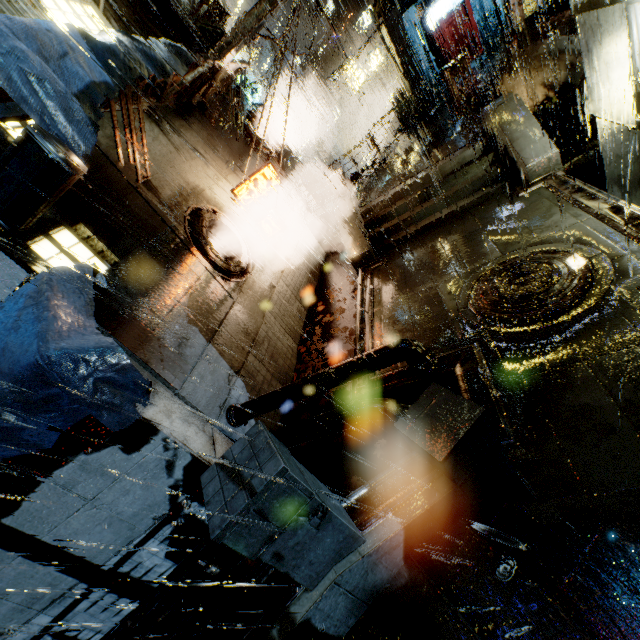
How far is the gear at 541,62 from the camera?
12.7 meters

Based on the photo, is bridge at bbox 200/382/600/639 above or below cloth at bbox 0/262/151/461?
below

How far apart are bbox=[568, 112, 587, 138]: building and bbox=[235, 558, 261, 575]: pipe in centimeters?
2013cm

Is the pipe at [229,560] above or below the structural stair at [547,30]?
below

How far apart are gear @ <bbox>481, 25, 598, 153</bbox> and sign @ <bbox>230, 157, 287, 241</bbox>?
11.7m

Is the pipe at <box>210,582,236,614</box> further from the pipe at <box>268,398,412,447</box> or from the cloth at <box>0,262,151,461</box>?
the cloth at <box>0,262,151,461</box>

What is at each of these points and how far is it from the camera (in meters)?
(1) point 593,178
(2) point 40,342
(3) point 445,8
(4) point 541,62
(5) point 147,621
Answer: (1) gear, 15.26
(2) cloth, 3.51
(3) sign, 23.50
(4) gear, 13.88
(5) building, 6.45

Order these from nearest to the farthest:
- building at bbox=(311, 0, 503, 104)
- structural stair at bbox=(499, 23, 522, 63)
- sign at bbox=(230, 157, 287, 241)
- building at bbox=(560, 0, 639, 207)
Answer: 1. building at bbox=(560, 0, 639, 207)
2. sign at bbox=(230, 157, 287, 241)
3. structural stair at bbox=(499, 23, 522, 63)
4. building at bbox=(311, 0, 503, 104)
